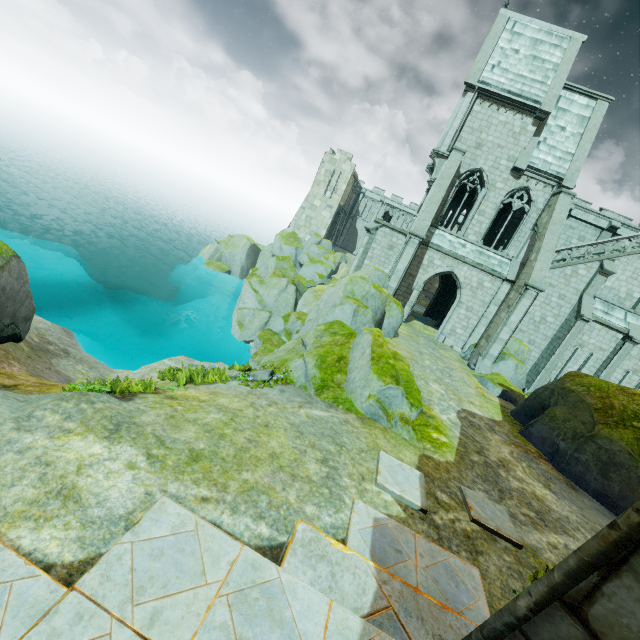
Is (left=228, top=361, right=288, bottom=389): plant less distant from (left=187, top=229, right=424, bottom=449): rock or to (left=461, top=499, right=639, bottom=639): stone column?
(left=187, top=229, right=424, bottom=449): rock

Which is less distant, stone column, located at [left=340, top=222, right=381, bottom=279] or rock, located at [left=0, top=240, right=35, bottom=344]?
rock, located at [left=0, top=240, right=35, bottom=344]

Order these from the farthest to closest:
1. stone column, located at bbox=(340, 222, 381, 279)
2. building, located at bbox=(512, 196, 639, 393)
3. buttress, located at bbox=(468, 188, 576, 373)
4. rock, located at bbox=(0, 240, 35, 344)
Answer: stone column, located at bbox=(340, 222, 381, 279) → building, located at bbox=(512, 196, 639, 393) → buttress, located at bbox=(468, 188, 576, 373) → rock, located at bbox=(0, 240, 35, 344)

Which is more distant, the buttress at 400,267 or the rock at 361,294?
the buttress at 400,267

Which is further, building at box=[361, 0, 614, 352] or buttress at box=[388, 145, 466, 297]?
building at box=[361, 0, 614, 352]

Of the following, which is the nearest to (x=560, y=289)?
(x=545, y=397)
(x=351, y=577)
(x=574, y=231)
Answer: (x=574, y=231)

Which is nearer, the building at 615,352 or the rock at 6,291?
the rock at 6,291

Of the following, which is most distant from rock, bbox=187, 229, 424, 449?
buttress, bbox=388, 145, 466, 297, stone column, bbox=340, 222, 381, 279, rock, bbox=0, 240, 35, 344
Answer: rock, bbox=0, 240, 35, 344
